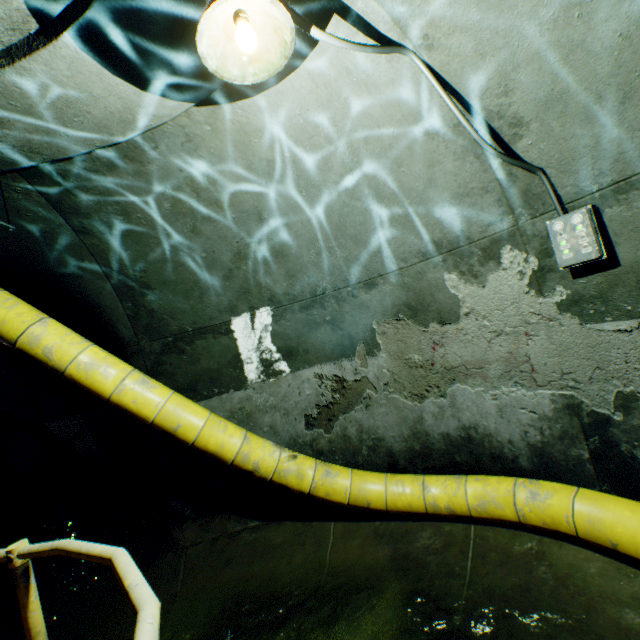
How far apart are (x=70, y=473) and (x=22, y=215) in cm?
853

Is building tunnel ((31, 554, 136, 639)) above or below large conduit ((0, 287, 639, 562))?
below

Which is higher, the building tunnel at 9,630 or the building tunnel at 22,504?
the building tunnel at 22,504

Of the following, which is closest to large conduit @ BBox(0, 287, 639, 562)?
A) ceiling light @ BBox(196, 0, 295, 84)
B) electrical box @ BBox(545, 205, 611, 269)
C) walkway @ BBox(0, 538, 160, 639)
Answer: walkway @ BBox(0, 538, 160, 639)

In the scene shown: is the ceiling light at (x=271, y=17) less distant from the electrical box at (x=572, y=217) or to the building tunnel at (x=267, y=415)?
the building tunnel at (x=267, y=415)

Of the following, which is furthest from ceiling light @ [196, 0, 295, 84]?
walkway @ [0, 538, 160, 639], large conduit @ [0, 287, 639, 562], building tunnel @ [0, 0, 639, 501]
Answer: large conduit @ [0, 287, 639, 562]

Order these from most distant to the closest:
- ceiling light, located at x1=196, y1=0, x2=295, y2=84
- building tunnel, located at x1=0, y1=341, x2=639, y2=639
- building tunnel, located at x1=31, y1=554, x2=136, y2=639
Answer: building tunnel, located at x1=31, y1=554, x2=136, y2=639
building tunnel, located at x1=0, y1=341, x2=639, y2=639
ceiling light, located at x1=196, y1=0, x2=295, y2=84

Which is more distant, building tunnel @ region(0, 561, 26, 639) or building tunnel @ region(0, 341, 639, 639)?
building tunnel @ region(0, 561, 26, 639)
